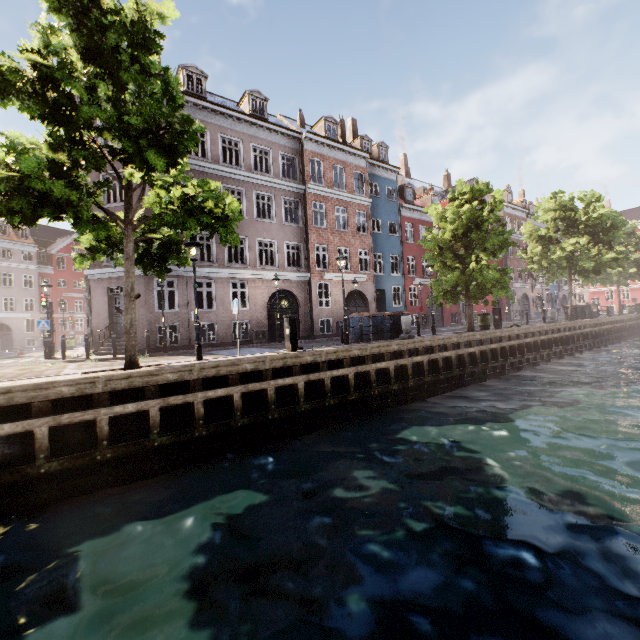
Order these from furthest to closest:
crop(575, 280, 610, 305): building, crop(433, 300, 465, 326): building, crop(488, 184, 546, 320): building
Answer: crop(575, 280, 610, 305): building
crop(488, 184, 546, 320): building
crop(433, 300, 465, 326): building

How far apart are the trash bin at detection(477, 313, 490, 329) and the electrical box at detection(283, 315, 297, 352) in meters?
13.6 m

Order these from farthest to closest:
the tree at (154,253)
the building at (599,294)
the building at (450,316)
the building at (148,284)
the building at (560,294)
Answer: the building at (599,294) < the building at (560,294) < the building at (450,316) < the building at (148,284) < the tree at (154,253)

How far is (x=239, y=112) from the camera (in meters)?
19.25

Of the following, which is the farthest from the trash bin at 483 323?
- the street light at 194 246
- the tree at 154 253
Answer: the street light at 194 246

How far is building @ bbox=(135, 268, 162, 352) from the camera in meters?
16.3
